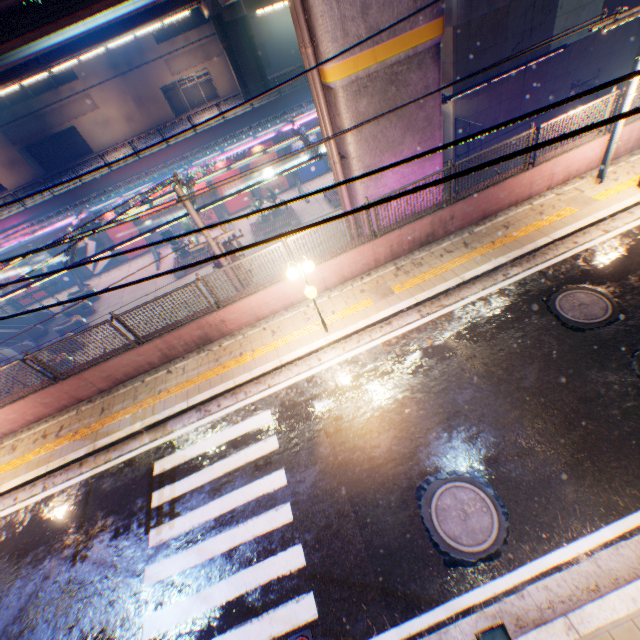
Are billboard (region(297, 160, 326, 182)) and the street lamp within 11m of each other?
no

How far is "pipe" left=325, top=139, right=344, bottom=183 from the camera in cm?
942

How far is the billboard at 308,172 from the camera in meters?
29.9

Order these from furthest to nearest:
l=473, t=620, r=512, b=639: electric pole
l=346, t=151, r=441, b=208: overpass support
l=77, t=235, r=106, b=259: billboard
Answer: l=77, t=235, r=106, b=259: billboard
l=346, t=151, r=441, b=208: overpass support
l=473, t=620, r=512, b=639: electric pole

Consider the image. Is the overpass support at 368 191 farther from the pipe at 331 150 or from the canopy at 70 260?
the canopy at 70 260

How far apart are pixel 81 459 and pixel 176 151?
25.3m

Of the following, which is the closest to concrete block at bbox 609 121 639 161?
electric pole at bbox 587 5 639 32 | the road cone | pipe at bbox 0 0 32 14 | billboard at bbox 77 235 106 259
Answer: electric pole at bbox 587 5 639 32

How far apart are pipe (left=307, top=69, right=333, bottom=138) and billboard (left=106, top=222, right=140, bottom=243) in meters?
24.6
